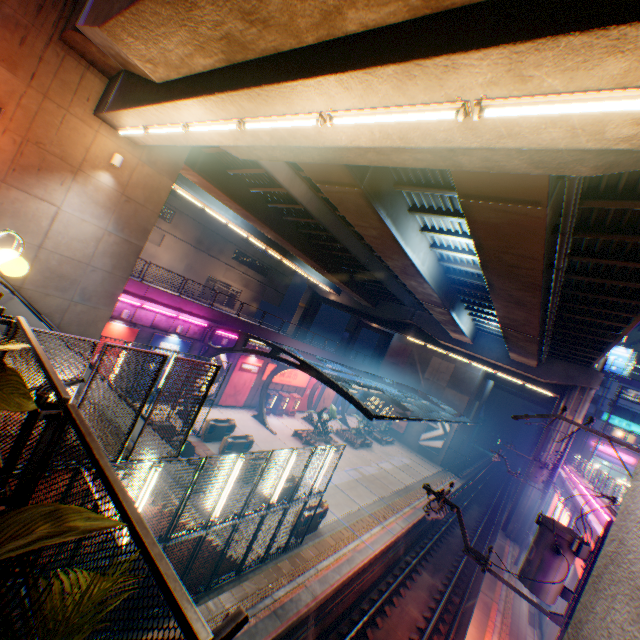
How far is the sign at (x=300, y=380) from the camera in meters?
29.5 m

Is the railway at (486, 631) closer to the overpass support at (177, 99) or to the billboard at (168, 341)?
the overpass support at (177, 99)

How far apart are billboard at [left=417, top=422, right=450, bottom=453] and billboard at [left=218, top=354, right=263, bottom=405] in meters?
24.0 m

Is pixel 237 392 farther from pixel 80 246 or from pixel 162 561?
pixel 162 561

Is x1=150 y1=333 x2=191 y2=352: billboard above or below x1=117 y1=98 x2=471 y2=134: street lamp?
below

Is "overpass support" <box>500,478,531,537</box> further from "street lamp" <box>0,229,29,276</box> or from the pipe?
"street lamp" <box>0,229,29,276</box>

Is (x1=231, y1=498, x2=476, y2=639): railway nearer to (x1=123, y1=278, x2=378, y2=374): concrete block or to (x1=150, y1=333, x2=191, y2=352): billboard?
(x1=150, y1=333, x2=191, y2=352): billboard

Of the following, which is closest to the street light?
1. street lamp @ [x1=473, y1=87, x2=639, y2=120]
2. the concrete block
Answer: street lamp @ [x1=473, y1=87, x2=639, y2=120]
